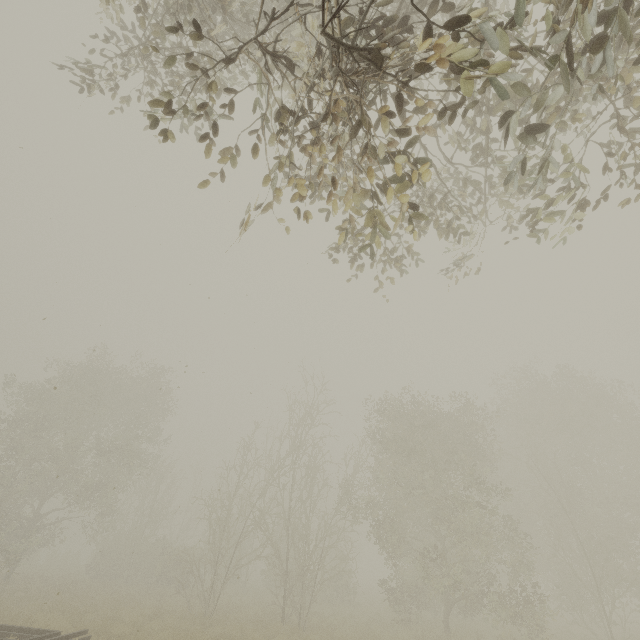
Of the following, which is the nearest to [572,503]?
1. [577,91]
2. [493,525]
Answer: [493,525]

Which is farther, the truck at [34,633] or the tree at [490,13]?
the truck at [34,633]

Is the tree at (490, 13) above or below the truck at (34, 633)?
above

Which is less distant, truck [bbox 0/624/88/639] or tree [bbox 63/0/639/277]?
tree [bbox 63/0/639/277]

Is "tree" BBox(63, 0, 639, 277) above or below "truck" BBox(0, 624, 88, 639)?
above
